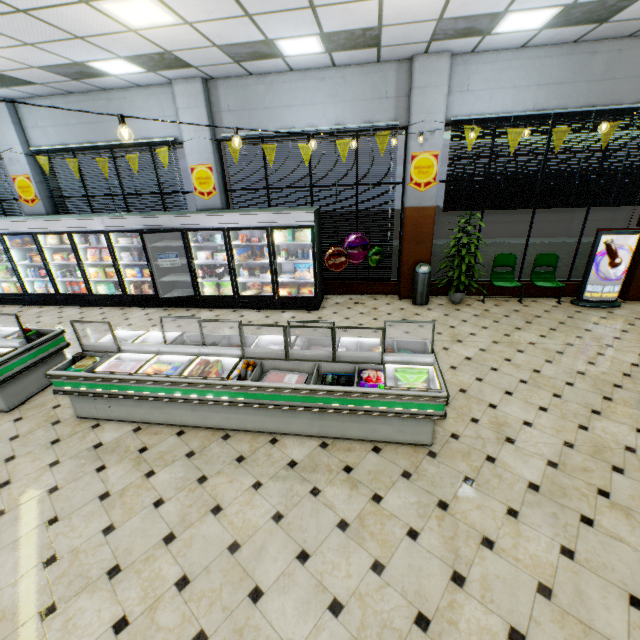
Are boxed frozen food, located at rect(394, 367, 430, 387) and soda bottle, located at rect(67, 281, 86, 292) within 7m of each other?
no

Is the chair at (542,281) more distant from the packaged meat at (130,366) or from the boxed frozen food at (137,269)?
the boxed frozen food at (137,269)

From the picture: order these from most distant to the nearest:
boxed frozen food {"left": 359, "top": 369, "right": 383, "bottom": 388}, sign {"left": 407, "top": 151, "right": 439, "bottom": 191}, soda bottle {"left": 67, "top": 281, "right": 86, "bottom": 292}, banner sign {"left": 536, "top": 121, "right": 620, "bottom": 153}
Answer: soda bottle {"left": 67, "top": 281, "right": 86, "bottom": 292}
sign {"left": 407, "top": 151, "right": 439, "bottom": 191}
banner sign {"left": 536, "top": 121, "right": 620, "bottom": 153}
boxed frozen food {"left": 359, "top": 369, "right": 383, "bottom": 388}

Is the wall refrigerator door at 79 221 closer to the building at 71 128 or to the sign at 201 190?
the building at 71 128

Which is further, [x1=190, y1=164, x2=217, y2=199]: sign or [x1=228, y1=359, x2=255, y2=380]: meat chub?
[x1=190, y1=164, x2=217, y2=199]: sign

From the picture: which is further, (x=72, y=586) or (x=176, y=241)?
(x=176, y=241)

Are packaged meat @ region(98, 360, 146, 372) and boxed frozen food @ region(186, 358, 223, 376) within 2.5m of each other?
yes

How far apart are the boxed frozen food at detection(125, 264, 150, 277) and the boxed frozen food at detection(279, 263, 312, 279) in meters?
3.7
